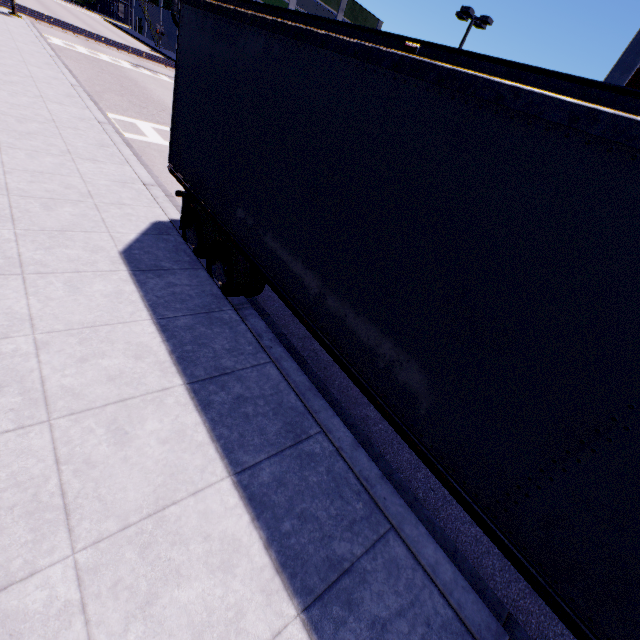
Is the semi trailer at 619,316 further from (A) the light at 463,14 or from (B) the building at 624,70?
(A) the light at 463,14

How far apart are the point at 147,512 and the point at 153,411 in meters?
1.0 m

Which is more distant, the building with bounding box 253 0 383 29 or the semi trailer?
the building with bounding box 253 0 383 29

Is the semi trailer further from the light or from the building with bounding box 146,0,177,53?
the light

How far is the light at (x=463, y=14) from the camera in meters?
19.0 m

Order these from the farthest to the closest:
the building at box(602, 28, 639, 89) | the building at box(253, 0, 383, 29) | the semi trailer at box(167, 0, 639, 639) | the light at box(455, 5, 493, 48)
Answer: the building at box(253, 0, 383, 29) → the light at box(455, 5, 493, 48) → the building at box(602, 28, 639, 89) → the semi trailer at box(167, 0, 639, 639)
